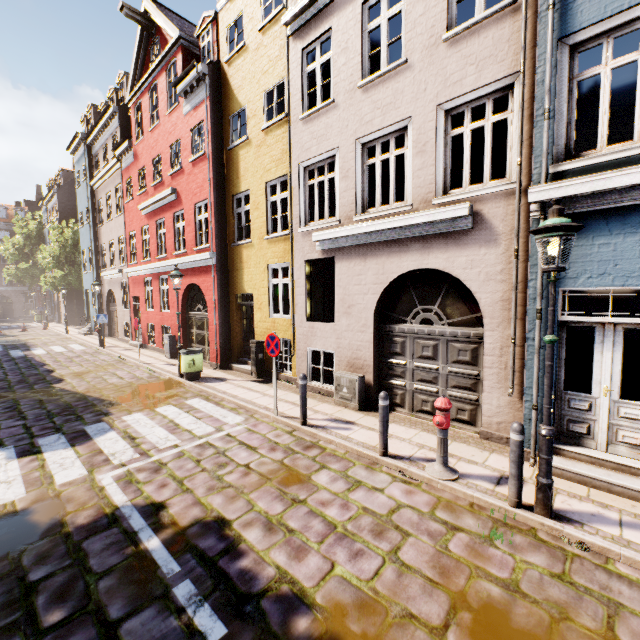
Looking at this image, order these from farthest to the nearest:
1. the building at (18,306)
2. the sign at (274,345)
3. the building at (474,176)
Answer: the building at (18,306)
the sign at (274,345)
the building at (474,176)

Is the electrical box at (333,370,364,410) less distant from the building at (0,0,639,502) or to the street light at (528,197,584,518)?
the building at (0,0,639,502)

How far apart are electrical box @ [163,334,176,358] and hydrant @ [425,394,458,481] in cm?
1261

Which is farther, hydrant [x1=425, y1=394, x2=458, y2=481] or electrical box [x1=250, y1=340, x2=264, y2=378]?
electrical box [x1=250, y1=340, x2=264, y2=378]

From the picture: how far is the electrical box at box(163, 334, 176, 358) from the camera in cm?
1444

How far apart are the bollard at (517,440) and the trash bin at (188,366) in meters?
9.3 m

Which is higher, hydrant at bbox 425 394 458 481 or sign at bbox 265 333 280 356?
sign at bbox 265 333 280 356

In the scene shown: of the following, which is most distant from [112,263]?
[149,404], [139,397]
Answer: [149,404]
